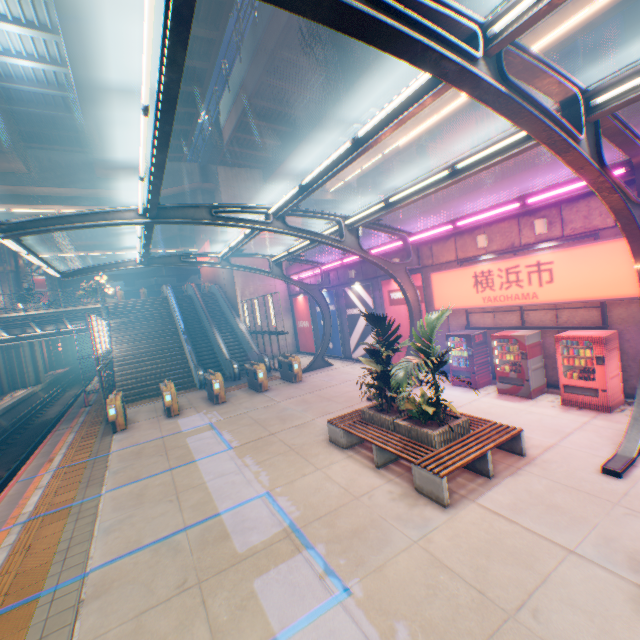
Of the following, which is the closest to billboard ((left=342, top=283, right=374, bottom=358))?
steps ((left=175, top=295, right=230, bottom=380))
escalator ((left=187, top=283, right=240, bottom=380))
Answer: escalator ((left=187, top=283, right=240, bottom=380))

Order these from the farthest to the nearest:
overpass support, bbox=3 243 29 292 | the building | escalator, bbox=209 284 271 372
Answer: overpass support, bbox=3 243 29 292 → the building → escalator, bbox=209 284 271 372

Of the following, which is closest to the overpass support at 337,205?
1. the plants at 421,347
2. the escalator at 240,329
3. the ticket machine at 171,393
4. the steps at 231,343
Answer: the escalator at 240,329

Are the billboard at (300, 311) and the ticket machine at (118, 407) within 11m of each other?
no

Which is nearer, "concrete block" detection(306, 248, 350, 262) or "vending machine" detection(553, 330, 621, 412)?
"vending machine" detection(553, 330, 621, 412)

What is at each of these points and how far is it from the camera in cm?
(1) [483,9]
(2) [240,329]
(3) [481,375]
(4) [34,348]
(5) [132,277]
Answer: (1) overpass support, 1362
(2) escalator, 2328
(3) vending machine, 1171
(4) overpass support, 3050
(5) overpass support, 5369

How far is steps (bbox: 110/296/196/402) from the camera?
18.4 meters

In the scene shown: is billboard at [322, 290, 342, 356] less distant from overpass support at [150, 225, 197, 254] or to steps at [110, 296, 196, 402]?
steps at [110, 296, 196, 402]
